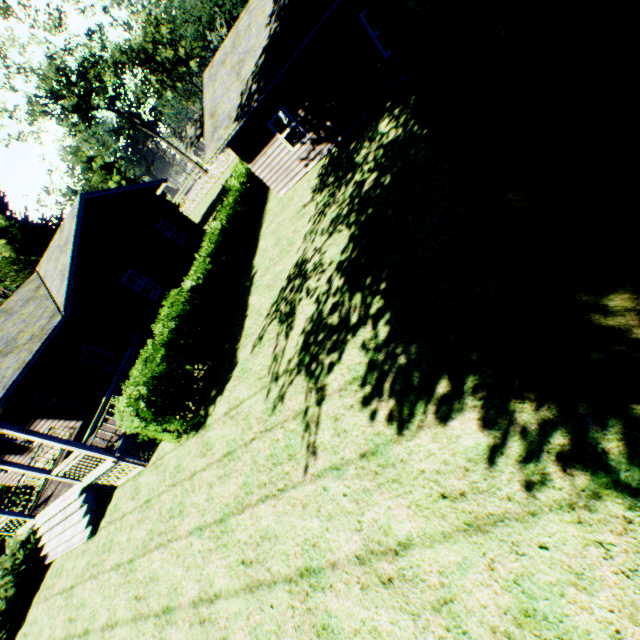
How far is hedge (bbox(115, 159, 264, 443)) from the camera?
8.9m

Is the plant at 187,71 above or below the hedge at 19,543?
above

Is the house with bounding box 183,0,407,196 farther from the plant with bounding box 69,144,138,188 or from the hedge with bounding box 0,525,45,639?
the hedge with bounding box 0,525,45,639

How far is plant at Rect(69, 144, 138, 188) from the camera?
45.3 meters

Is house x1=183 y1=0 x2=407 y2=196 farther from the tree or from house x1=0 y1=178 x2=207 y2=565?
the tree

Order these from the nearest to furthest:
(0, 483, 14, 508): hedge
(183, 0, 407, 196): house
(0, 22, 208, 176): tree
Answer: (183, 0, 407, 196): house, (0, 483, 14, 508): hedge, (0, 22, 208, 176): tree

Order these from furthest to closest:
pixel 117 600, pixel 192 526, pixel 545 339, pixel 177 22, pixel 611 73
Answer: pixel 177 22
pixel 117 600
pixel 192 526
pixel 545 339
pixel 611 73

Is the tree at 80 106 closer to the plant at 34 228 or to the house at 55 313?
the plant at 34 228
